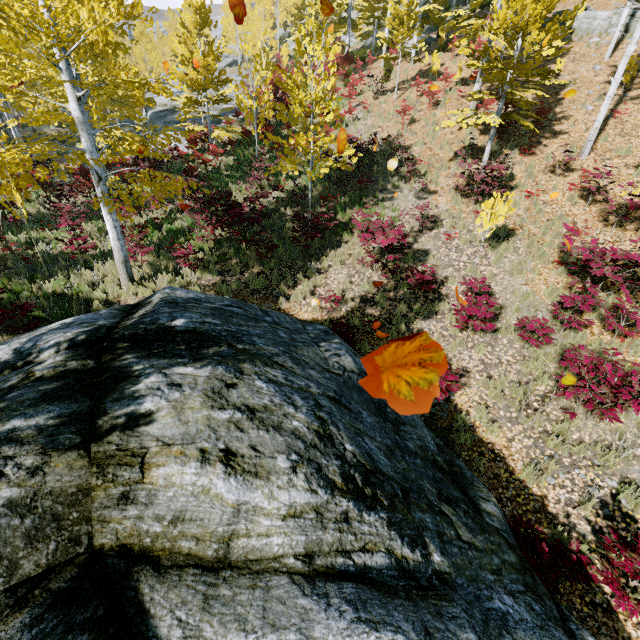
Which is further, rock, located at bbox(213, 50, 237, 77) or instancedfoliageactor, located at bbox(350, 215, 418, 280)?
rock, located at bbox(213, 50, 237, 77)

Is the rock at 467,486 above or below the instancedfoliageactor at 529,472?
above

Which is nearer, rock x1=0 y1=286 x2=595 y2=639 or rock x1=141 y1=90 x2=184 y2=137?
rock x1=0 y1=286 x2=595 y2=639

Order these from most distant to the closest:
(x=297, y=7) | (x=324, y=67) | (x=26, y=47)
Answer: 1. (x=297, y=7)
2. (x=324, y=67)
3. (x=26, y=47)

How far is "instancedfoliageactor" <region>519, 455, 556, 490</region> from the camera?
5.72m

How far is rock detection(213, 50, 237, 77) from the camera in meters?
45.3

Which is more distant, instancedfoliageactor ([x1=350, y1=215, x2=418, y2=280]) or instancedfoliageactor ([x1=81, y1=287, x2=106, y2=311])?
instancedfoliageactor ([x1=350, y1=215, x2=418, y2=280])

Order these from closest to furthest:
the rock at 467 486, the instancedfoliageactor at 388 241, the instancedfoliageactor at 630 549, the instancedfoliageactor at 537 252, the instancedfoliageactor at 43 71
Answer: the rock at 467 486 < the instancedfoliageactor at 630 549 < the instancedfoliageactor at 43 71 < the instancedfoliageactor at 537 252 < the instancedfoliageactor at 388 241
